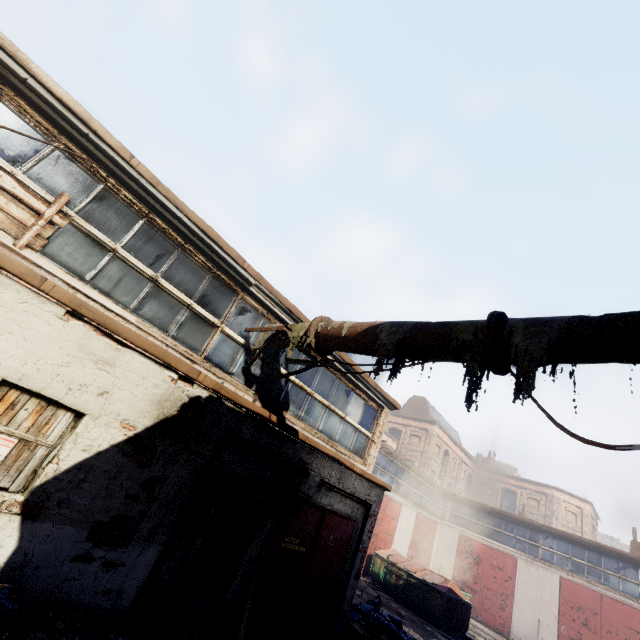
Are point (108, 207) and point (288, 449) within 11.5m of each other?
yes

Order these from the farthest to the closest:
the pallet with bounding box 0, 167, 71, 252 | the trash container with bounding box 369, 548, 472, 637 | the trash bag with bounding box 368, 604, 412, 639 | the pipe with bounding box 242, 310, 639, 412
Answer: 1. the trash container with bounding box 369, 548, 472, 637
2. the trash bag with bounding box 368, 604, 412, 639
3. the pallet with bounding box 0, 167, 71, 252
4. the pipe with bounding box 242, 310, 639, 412

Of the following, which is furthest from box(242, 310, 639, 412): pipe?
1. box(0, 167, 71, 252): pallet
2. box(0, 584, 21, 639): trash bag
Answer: box(0, 584, 21, 639): trash bag

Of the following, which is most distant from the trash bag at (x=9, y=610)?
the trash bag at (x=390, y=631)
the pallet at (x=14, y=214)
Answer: the trash bag at (x=390, y=631)

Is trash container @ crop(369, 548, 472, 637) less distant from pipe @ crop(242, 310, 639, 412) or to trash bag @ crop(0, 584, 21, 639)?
pipe @ crop(242, 310, 639, 412)

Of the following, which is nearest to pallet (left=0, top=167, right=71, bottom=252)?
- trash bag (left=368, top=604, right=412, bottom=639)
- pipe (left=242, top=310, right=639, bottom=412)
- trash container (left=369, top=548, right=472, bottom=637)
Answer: pipe (left=242, top=310, right=639, bottom=412)

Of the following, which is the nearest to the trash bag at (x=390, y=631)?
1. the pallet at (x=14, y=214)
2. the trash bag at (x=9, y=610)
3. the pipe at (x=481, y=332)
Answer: the pipe at (x=481, y=332)

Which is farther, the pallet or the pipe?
the pallet
